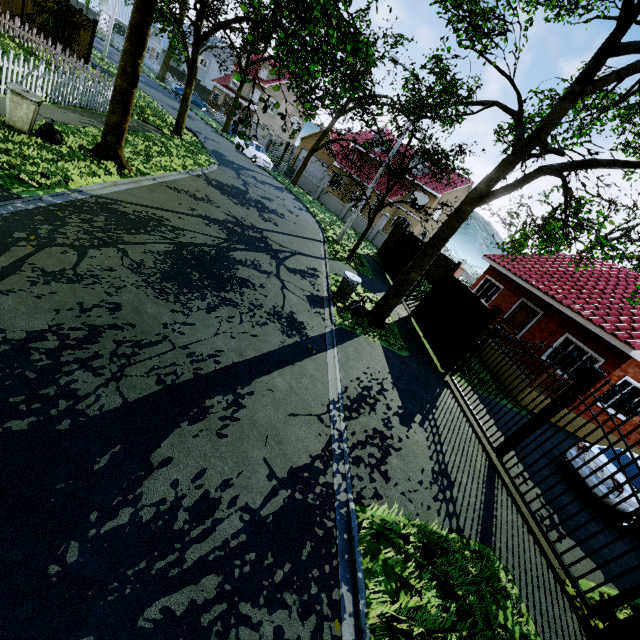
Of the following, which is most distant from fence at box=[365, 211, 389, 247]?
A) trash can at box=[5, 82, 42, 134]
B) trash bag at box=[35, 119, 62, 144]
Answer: trash can at box=[5, 82, 42, 134]

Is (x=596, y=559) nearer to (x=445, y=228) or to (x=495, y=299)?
(x=445, y=228)

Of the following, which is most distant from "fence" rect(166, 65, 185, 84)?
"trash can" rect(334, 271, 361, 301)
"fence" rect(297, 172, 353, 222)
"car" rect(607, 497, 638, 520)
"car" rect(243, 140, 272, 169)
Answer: "trash can" rect(334, 271, 361, 301)

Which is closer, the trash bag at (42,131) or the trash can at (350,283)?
the trash bag at (42,131)

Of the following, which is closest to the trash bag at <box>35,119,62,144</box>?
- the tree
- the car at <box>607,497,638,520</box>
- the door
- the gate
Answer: the tree

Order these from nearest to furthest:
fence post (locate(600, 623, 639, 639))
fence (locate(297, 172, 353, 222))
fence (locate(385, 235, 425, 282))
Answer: fence post (locate(600, 623, 639, 639)) → fence (locate(385, 235, 425, 282)) → fence (locate(297, 172, 353, 222))

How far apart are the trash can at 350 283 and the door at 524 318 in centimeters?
945cm

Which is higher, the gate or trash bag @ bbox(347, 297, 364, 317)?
the gate
